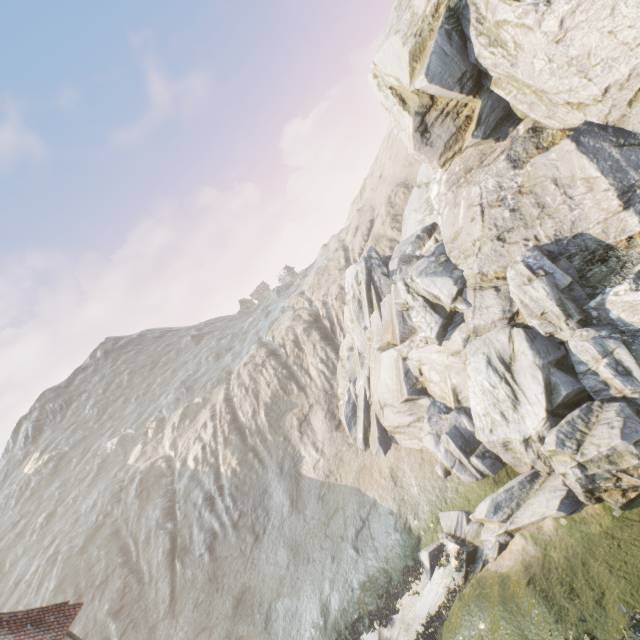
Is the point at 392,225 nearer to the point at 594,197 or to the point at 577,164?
the point at 577,164
